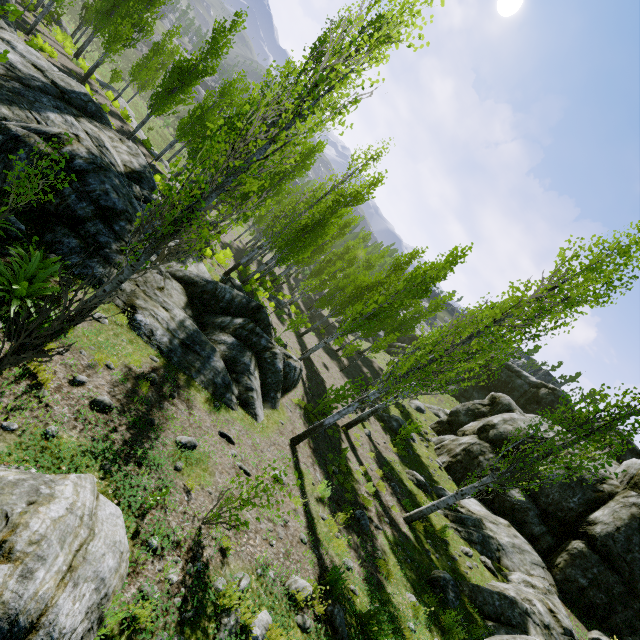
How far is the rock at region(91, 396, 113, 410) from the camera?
5.36m

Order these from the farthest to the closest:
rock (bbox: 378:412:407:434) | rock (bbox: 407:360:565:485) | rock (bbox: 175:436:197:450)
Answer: rock (bbox: 378:412:407:434), rock (bbox: 407:360:565:485), rock (bbox: 175:436:197:450)

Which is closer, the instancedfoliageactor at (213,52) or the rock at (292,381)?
the rock at (292,381)

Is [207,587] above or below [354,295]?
below

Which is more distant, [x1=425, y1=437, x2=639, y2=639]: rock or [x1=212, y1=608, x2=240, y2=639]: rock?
[x1=425, y1=437, x2=639, y2=639]: rock

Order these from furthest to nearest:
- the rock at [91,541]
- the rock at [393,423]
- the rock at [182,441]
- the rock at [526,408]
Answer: the rock at [393,423] → the rock at [526,408] → the rock at [182,441] → the rock at [91,541]

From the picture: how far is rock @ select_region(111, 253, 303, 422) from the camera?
8.3m

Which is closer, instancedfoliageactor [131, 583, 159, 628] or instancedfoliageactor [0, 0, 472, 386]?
instancedfoliageactor [131, 583, 159, 628]
